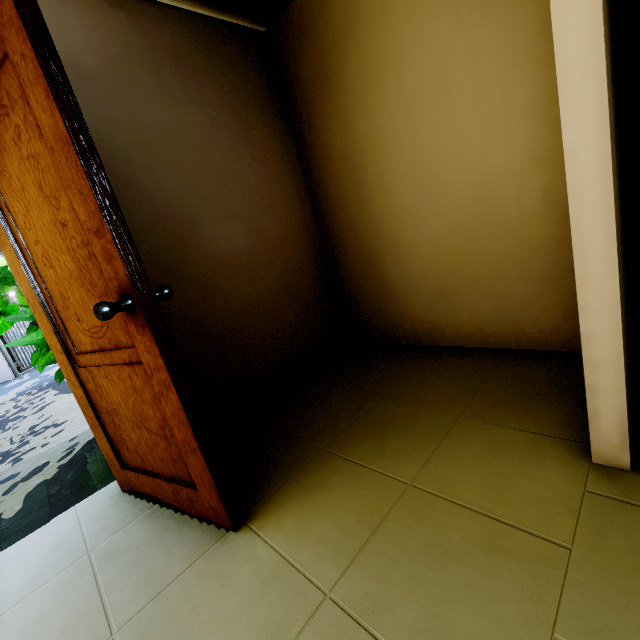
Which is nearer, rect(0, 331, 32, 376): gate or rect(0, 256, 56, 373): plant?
rect(0, 256, 56, 373): plant

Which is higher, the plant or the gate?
the plant

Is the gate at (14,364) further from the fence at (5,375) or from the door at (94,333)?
the door at (94,333)

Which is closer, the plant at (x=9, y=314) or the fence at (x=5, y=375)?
the plant at (x=9, y=314)

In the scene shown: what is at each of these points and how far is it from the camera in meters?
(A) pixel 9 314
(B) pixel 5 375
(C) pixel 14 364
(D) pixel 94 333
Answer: (A) plant, 2.7 m
(B) fence, 9.6 m
(C) gate, 9.9 m
(D) door, 1.4 m

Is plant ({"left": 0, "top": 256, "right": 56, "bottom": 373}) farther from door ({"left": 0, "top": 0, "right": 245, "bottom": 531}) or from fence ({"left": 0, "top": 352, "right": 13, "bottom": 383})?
fence ({"left": 0, "top": 352, "right": 13, "bottom": 383})

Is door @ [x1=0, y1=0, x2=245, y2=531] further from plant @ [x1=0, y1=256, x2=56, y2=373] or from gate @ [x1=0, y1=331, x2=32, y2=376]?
gate @ [x1=0, y1=331, x2=32, y2=376]

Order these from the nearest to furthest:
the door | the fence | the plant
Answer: the door
the plant
the fence
